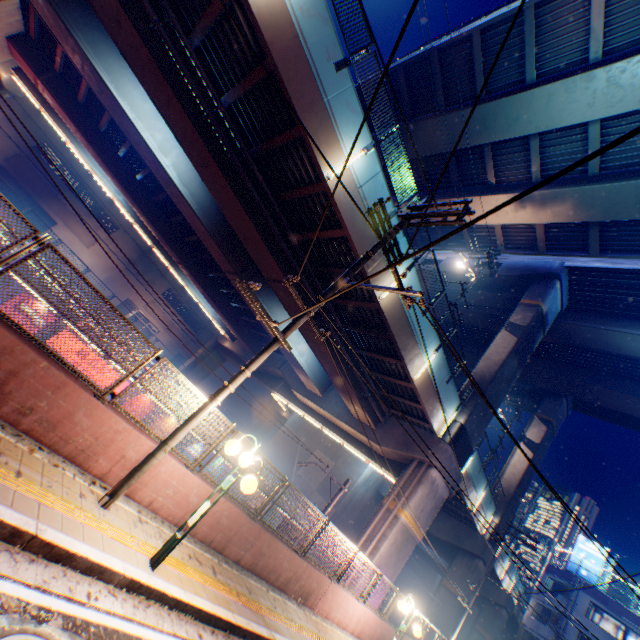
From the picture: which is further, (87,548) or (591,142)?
(591,142)

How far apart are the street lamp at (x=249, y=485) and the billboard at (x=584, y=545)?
48.3 meters

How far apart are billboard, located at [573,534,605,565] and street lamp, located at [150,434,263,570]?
48.3m

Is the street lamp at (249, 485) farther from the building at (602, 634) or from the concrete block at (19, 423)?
the building at (602, 634)

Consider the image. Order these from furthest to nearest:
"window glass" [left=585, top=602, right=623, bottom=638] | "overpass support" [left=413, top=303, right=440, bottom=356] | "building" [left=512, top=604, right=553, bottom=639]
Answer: "building" [left=512, top=604, right=553, bottom=639], "window glass" [left=585, top=602, right=623, bottom=638], "overpass support" [left=413, top=303, right=440, bottom=356]

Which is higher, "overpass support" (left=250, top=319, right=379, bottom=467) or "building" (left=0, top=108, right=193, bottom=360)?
"overpass support" (left=250, top=319, right=379, bottom=467)

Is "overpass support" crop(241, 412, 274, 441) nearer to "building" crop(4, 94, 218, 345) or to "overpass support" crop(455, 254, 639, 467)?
"overpass support" crop(455, 254, 639, 467)

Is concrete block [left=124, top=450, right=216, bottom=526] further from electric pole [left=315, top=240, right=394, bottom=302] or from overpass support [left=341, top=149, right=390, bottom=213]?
overpass support [left=341, top=149, right=390, bottom=213]
